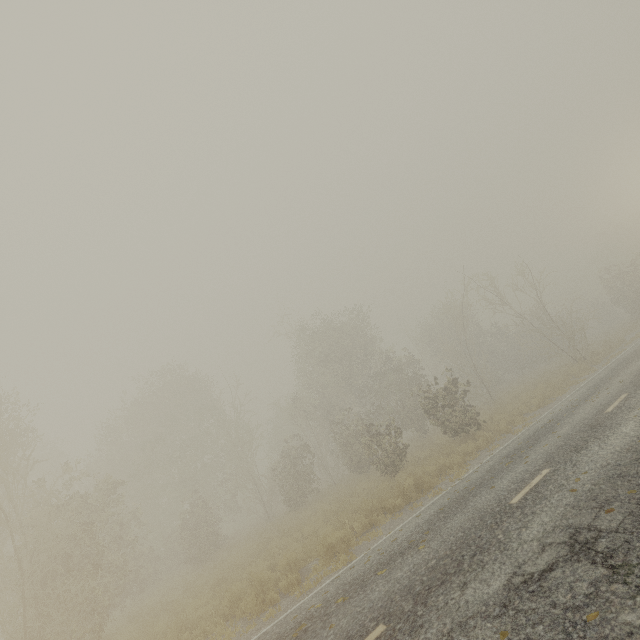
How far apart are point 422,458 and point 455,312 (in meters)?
12.00
